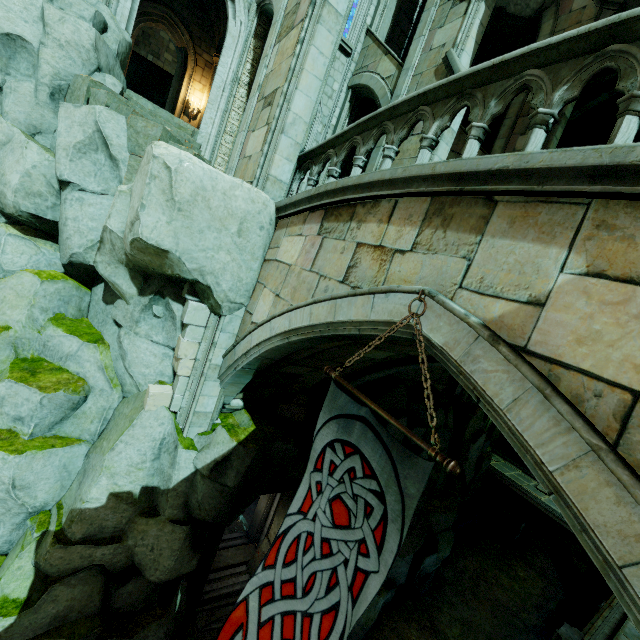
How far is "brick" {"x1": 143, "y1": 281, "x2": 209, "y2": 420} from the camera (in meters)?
6.78

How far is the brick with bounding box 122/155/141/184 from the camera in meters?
7.1

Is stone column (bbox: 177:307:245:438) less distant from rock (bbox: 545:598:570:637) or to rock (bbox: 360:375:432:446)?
rock (bbox: 360:375:432:446)

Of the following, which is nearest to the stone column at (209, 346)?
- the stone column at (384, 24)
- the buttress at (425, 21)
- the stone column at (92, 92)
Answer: the stone column at (92, 92)

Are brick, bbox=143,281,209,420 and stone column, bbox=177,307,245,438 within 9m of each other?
yes

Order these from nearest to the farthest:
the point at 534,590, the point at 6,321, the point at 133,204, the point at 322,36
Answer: the point at 133,204, the point at 322,36, the point at 6,321, the point at 534,590

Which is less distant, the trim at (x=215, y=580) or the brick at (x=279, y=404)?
the brick at (x=279, y=404)

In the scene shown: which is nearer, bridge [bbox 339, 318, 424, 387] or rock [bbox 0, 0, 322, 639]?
bridge [bbox 339, 318, 424, 387]
